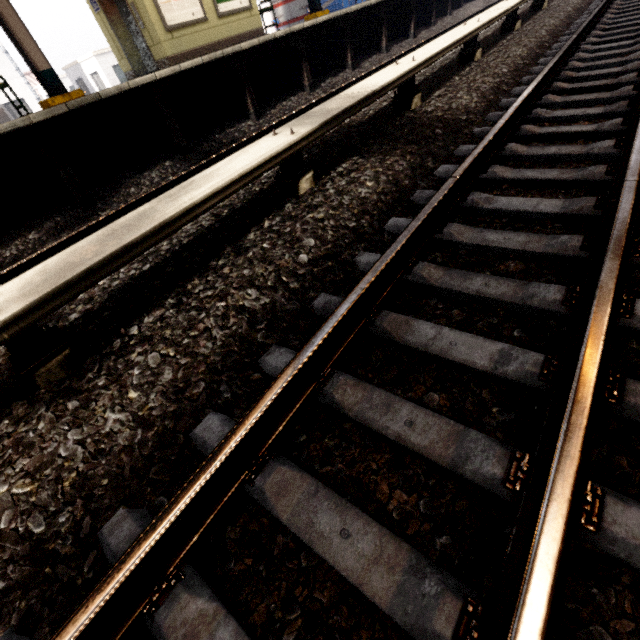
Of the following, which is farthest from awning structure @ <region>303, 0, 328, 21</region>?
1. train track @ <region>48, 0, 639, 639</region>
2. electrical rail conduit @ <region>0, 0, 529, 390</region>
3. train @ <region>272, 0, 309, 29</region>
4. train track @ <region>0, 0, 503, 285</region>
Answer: train track @ <region>48, 0, 639, 639</region>

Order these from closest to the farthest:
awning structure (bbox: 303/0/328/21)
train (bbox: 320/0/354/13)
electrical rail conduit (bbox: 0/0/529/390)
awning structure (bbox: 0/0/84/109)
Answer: electrical rail conduit (bbox: 0/0/529/390)
awning structure (bbox: 0/0/84/109)
awning structure (bbox: 303/0/328/21)
train (bbox: 320/0/354/13)

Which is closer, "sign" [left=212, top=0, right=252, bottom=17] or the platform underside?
the platform underside

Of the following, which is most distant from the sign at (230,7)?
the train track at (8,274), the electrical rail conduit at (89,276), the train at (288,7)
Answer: the train at (288,7)

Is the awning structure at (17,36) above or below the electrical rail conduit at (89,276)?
above

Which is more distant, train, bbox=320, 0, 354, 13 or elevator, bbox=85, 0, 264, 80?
train, bbox=320, 0, 354, 13

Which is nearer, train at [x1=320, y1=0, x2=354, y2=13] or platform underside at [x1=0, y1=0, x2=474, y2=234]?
platform underside at [x1=0, y1=0, x2=474, y2=234]

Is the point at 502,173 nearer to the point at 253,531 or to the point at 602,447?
the point at 602,447
